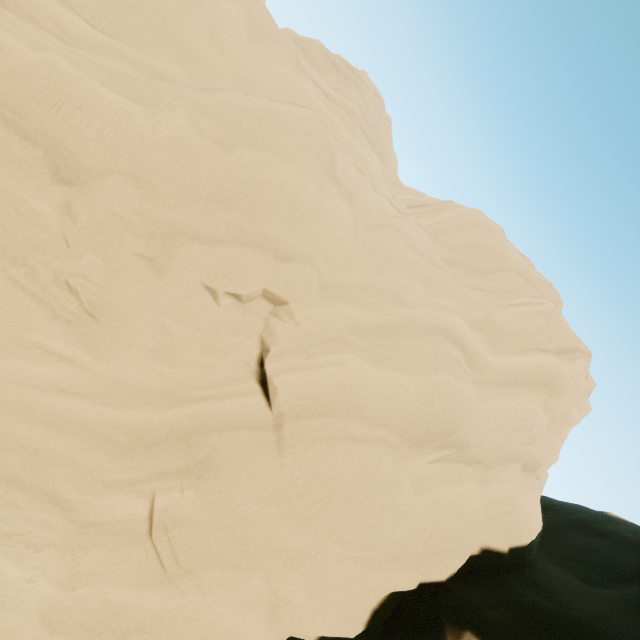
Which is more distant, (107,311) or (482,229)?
(482,229)
